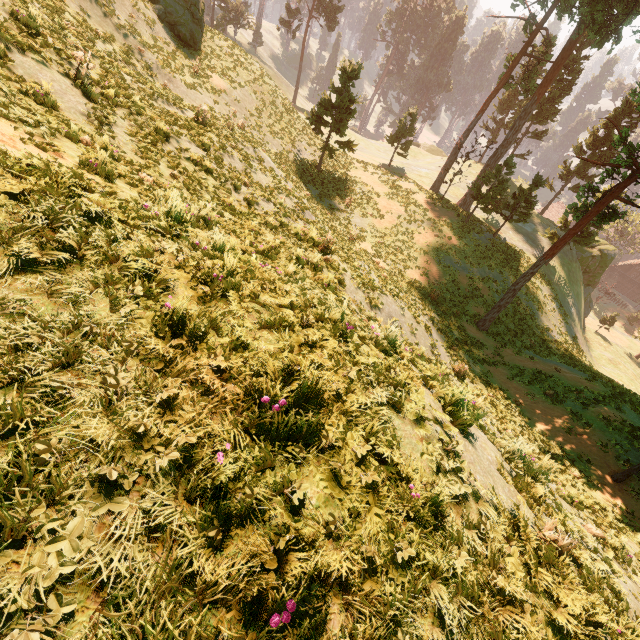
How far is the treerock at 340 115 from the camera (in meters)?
24.80

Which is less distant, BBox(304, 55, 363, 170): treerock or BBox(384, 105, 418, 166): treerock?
BBox(304, 55, 363, 170): treerock

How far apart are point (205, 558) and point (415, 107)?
42.4m

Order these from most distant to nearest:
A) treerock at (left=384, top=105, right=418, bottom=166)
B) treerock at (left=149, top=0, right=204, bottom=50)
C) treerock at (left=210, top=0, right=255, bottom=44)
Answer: treerock at (left=210, top=0, right=255, bottom=44) < treerock at (left=384, top=105, right=418, bottom=166) < treerock at (left=149, top=0, right=204, bottom=50)

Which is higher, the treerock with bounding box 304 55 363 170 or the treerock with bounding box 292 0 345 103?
the treerock with bounding box 292 0 345 103

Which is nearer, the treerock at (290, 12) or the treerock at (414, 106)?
the treerock at (414, 106)

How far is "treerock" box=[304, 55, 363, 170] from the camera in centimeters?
2480cm
